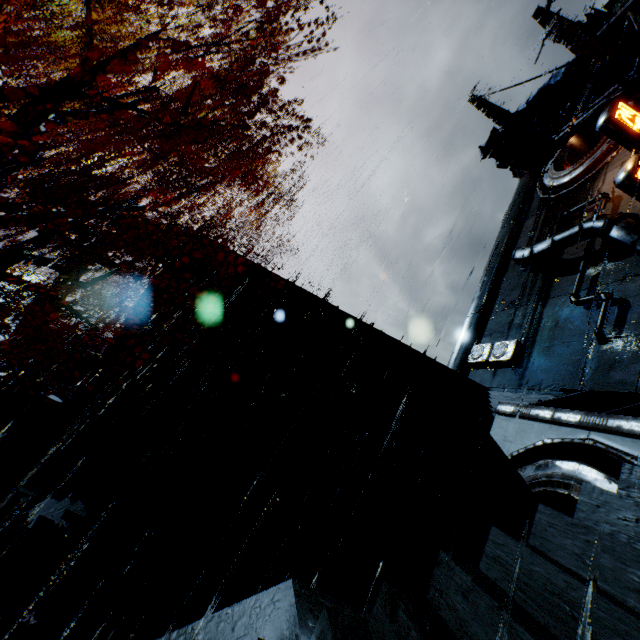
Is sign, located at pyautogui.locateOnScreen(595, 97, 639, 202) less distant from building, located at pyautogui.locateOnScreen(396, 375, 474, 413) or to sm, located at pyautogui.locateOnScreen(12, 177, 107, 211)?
building, located at pyautogui.locateOnScreen(396, 375, 474, 413)

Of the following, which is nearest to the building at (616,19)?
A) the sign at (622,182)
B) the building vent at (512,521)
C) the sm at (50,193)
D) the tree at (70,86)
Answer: the sm at (50,193)

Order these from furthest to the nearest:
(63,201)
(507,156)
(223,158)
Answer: (507,156), (63,201), (223,158)

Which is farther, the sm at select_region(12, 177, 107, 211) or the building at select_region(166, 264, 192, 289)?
the building at select_region(166, 264, 192, 289)

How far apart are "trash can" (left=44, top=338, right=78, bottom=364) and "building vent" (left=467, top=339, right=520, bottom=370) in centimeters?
2559cm

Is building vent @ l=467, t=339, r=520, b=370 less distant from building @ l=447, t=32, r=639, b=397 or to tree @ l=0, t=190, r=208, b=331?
building @ l=447, t=32, r=639, b=397

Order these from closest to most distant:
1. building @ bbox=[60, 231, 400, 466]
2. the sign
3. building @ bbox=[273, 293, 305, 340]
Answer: building @ bbox=[60, 231, 400, 466]
building @ bbox=[273, 293, 305, 340]
the sign

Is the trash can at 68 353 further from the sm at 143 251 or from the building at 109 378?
the sm at 143 251
